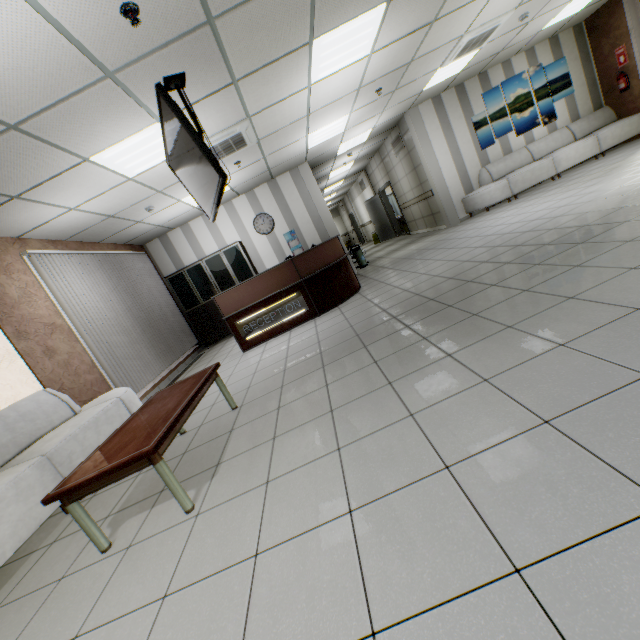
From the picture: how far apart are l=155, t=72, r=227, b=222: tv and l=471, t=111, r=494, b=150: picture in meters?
8.1 m

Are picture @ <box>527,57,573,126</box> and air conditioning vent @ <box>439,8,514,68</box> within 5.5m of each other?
yes

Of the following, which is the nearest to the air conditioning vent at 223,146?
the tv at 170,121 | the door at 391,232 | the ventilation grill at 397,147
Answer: the tv at 170,121

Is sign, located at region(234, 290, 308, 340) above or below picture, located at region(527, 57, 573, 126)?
below

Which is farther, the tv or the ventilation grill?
the ventilation grill

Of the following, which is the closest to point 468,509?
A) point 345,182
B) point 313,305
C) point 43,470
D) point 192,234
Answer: point 43,470

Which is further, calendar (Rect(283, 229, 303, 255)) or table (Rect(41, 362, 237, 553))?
calendar (Rect(283, 229, 303, 255))

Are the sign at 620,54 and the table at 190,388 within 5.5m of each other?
no
